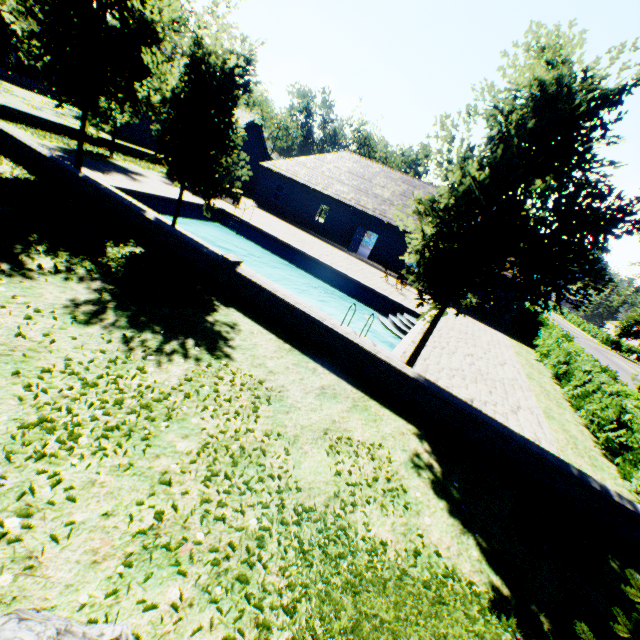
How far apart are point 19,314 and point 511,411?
12.05m

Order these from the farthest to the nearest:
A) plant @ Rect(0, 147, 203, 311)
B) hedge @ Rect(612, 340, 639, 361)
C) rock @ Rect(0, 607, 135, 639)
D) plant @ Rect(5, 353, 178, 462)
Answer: hedge @ Rect(612, 340, 639, 361) → plant @ Rect(0, 147, 203, 311) → plant @ Rect(5, 353, 178, 462) → rock @ Rect(0, 607, 135, 639)

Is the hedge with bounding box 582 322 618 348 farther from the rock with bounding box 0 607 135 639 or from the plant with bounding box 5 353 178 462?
the rock with bounding box 0 607 135 639

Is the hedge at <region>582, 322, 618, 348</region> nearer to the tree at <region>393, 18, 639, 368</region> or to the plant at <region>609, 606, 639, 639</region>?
the tree at <region>393, 18, 639, 368</region>

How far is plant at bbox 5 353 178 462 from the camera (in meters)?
3.53

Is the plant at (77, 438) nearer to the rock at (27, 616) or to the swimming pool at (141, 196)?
the rock at (27, 616)

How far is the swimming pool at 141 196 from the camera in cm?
1357

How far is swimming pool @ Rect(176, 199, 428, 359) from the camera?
12.5 meters
